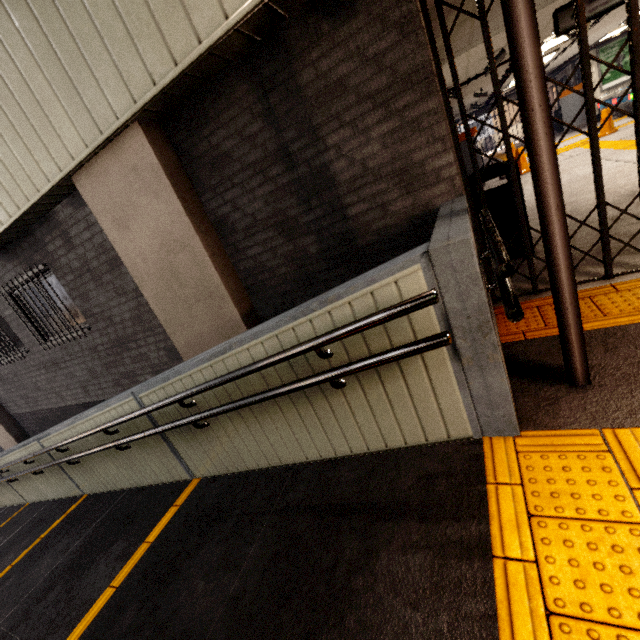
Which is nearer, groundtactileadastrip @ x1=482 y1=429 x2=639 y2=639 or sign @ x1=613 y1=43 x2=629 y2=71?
groundtactileadastrip @ x1=482 y1=429 x2=639 y2=639

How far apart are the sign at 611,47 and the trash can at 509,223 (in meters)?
16.54

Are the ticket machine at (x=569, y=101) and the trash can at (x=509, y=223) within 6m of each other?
no

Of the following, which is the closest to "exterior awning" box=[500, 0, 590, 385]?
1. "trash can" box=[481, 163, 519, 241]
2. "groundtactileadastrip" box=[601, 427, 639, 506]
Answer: "groundtactileadastrip" box=[601, 427, 639, 506]

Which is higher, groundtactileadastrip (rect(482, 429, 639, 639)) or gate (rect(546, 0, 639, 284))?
gate (rect(546, 0, 639, 284))

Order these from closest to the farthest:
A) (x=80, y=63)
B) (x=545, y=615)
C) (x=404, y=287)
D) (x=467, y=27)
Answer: (x=545, y=615) < (x=404, y=287) < (x=80, y=63) < (x=467, y=27)

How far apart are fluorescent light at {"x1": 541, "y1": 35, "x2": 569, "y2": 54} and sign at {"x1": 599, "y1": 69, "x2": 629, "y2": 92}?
7.9 meters

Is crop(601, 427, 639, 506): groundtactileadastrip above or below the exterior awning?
below
